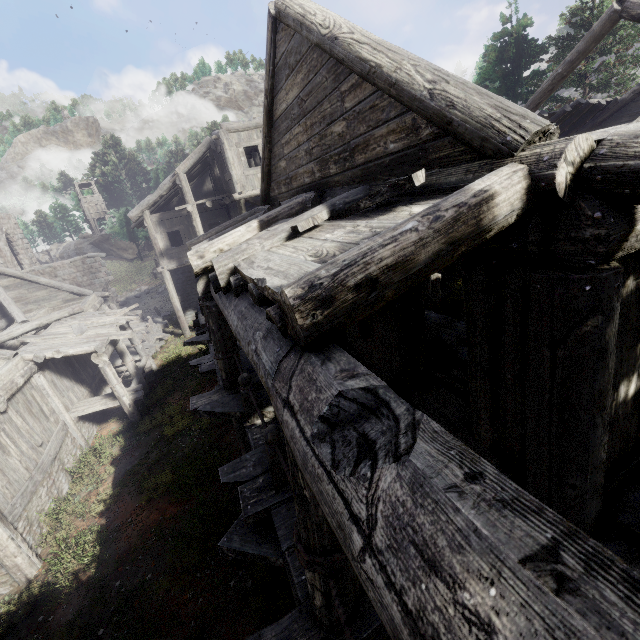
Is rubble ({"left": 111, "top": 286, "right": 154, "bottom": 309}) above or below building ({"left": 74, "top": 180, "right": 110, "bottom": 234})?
below

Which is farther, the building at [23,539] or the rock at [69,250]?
the rock at [69,250]

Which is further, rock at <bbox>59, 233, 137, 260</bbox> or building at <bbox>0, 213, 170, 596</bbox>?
rock at <bbox>59, 233, 137, 260</bbox>

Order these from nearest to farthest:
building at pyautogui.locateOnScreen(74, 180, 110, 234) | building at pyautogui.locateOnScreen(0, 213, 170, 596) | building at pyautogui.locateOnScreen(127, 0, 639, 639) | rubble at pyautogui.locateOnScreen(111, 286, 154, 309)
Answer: building at pyautogui.locateOnScreen(127, 0, 639, 639)
building at pyautogui.locateOnScreen(0, 213, 170, 596)
rubble at pyautogui.locateOnScreen(111, 286, 154, 309)
building at pyautogui.locateOnScreen(74, 180, 110, 234)

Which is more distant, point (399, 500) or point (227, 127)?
point (227, 127)

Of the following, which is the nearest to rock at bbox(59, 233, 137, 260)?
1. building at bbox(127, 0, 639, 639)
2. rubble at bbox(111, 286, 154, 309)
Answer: building at bbox(127, 0, 639, 639)

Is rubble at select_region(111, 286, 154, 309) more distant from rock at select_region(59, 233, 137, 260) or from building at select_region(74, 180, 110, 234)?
rock at select_region(59, 233, 137, 260)

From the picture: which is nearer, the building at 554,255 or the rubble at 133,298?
the building at 554,255
